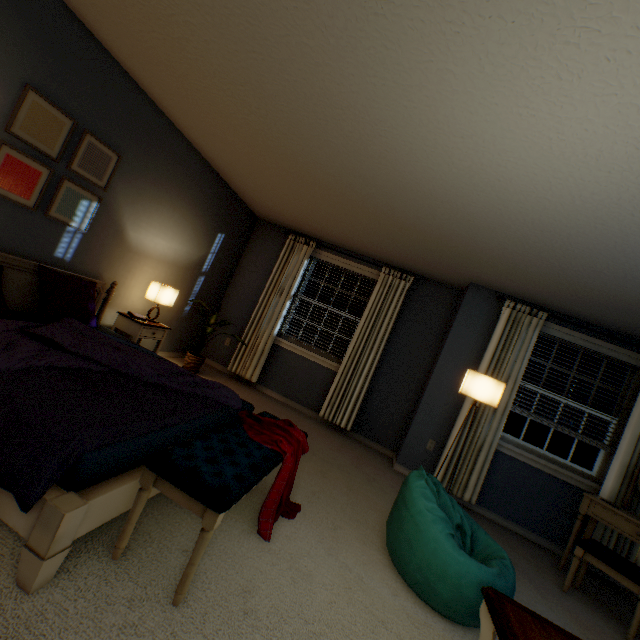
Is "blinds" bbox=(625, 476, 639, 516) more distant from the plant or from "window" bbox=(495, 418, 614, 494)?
the plant

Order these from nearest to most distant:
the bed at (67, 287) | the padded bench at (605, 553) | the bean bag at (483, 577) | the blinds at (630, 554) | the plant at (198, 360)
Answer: the bed at (67, 287)
the bean bag at (483, 577)
the padded bench at (605, 553)
the blinds at (630, 554)
the plant at (198, 360)

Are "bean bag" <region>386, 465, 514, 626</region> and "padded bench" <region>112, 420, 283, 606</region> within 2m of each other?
yes

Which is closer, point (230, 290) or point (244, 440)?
point (244, 440)

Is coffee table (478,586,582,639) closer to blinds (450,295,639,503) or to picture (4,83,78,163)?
blinds (450,295,639,503)

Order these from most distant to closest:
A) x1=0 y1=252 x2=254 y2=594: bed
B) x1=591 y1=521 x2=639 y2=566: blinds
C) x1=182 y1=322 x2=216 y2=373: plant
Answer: x1=182 y1=322 x2=216 y2=373: plant, x1=591 y1=521 x2=639 y2=566: blinds, x1=0 y1=252 x2=254 y2=594: bed

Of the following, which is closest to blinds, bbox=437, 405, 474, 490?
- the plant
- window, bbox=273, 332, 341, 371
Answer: window, bbox=273, 332, 341, 371

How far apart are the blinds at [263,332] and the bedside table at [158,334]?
1.3 meters
